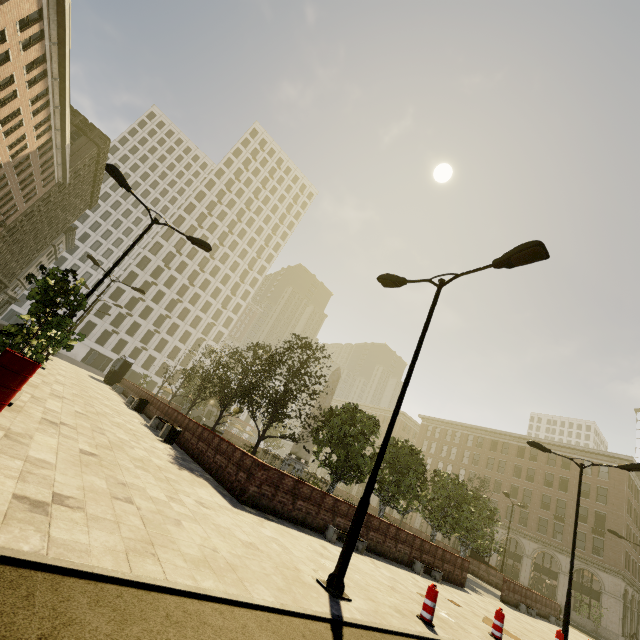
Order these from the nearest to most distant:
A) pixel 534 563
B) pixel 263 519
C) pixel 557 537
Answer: pixel 263 519 → pixel 534 563 → pixel 557 537

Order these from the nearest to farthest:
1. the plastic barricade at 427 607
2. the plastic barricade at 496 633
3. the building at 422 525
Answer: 1. the plastic barricade at 427 607
2. the plastic barricade at 496 633
3. the building at 422 525

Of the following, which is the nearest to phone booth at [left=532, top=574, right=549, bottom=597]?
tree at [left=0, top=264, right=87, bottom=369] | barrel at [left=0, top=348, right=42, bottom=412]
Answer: tree at [left=0, top=264, right=87, bottom=369]

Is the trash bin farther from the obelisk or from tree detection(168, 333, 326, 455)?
the obelisk

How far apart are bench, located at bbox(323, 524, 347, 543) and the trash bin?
7.5 meters

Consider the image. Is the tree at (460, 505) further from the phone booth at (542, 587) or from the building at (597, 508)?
the phone booth at (542, 587)

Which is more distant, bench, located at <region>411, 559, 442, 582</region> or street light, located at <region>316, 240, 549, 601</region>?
bench, located at <region>411, 559, 442, 582</region>

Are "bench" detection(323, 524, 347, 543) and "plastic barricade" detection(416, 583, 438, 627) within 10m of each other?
yes
